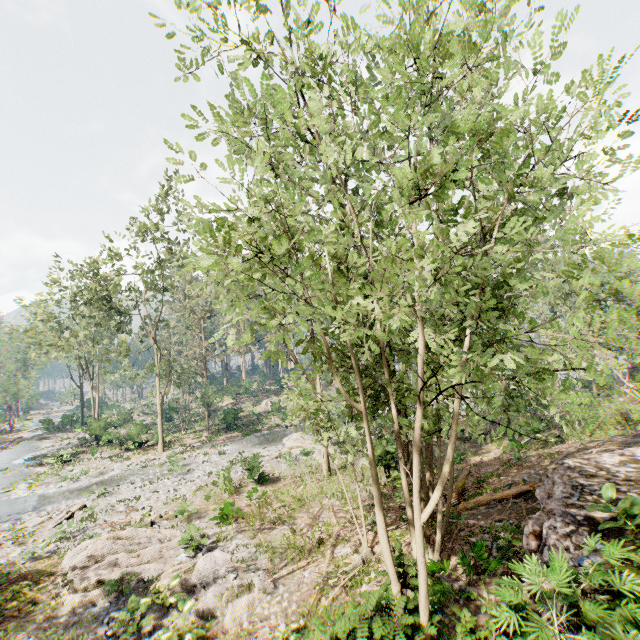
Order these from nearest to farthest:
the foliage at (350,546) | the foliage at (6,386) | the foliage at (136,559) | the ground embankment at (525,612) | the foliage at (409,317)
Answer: the foliage at (409,317) < the ground embankment at (525,612) < the foliage at (136,559) < the foliage at (350,546) < the foliage at (6,386)

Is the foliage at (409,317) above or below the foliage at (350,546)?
above

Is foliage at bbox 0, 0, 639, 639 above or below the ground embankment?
above

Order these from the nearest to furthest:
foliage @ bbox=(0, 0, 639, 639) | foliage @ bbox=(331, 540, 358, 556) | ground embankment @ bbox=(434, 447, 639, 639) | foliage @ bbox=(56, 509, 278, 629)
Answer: foliage @ bbox=(0, 0, 639, 639)
ground embankment @ bbox=(434, 447, 639, 639)
foliage @ bbox=(56, 509, 278, 629)
foliage @ bbox=(331, 540, 358, 556)

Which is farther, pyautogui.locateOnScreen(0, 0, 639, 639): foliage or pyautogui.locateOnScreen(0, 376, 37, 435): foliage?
pyautogui.locateOnScreen(0, 376, 37, 435): foliage

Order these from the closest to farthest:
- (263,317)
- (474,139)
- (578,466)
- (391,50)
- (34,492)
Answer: (474,139) < (263,317) < (391,50) < (578,466) < (34,492)

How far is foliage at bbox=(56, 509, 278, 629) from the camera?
9.92m
